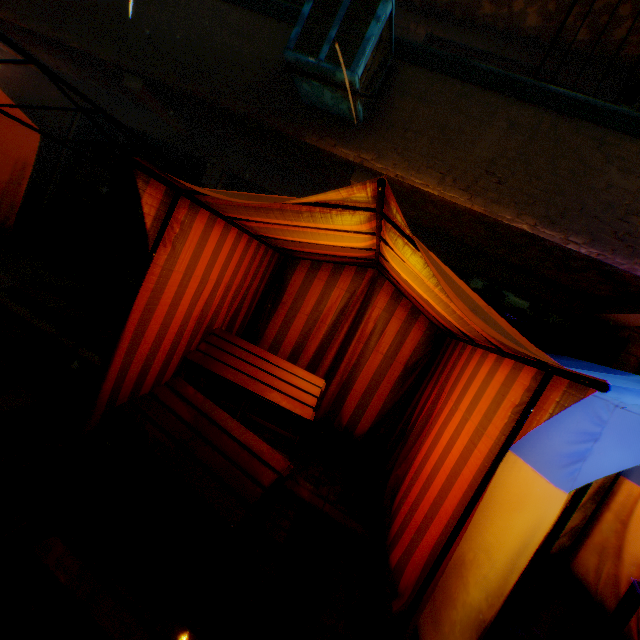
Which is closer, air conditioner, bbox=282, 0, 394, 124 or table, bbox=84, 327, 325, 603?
table, bbox=84, 327, 325, 603

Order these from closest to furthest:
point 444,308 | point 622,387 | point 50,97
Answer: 1. point 622,387
2. point 444,308
3. point 50,97

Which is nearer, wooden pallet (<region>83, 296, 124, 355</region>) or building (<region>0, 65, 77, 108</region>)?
wooden pallet (<region>83, 296, 124, 355</region>)

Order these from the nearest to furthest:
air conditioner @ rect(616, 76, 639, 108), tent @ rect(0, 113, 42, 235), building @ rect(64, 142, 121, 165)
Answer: air conditioner @ rect(616, 76, 639, 108)
tent @ rect(0, 113, 42, 235)
building @ rect(64, 142, 121, 165)

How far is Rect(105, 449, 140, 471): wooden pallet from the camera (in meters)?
2.54

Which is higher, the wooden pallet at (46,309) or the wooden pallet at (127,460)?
the wooden pallet at (46,309)

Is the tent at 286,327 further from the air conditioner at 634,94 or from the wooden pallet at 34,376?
the air conditioner at 634,94
